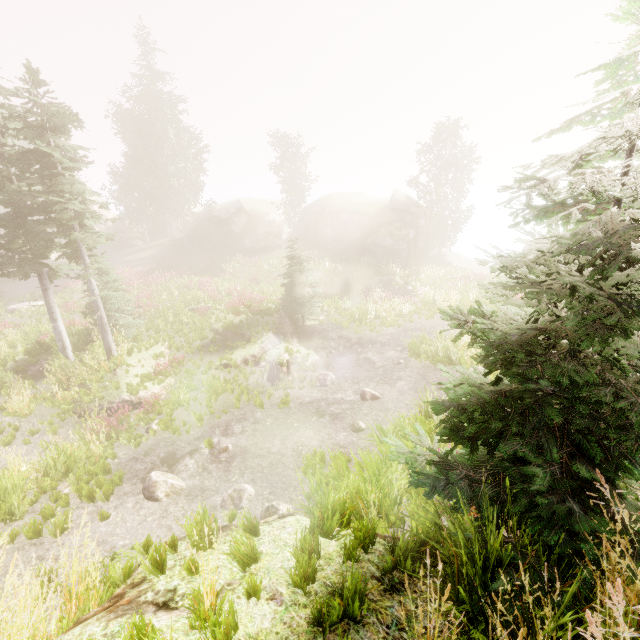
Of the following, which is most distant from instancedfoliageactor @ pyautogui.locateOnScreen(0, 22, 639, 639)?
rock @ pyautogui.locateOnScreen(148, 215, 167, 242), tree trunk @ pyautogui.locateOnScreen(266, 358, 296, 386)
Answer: tree trunk @ pyautogui.locateOnScreen(266, 358, 296, 386)

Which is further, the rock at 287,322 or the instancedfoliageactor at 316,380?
the rock at 287,322

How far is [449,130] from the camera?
31.31m

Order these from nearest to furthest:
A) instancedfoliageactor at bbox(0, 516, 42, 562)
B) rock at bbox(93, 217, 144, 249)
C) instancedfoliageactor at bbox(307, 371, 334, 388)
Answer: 1. instancedfoliageactor at bbox(0, 516, 42, 562)
2. instancedfoliageactor at bbox(307, 371, 334, 388)
3. rock at bbox(93, 217, 144, 249)

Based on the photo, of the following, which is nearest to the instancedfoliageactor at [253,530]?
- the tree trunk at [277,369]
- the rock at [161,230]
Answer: the rock at [161,230]

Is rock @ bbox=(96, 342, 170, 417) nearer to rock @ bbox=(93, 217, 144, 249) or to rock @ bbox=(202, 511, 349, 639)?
rock @ bbox=(202, 511, 349, 639)

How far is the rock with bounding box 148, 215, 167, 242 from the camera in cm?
4028
